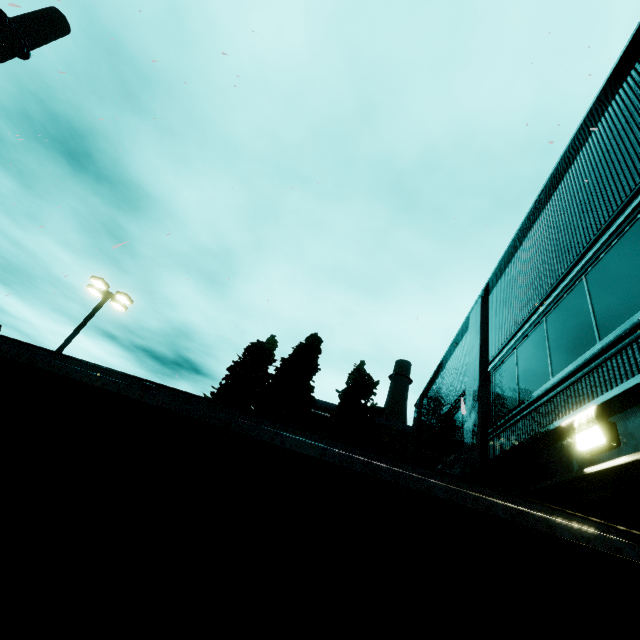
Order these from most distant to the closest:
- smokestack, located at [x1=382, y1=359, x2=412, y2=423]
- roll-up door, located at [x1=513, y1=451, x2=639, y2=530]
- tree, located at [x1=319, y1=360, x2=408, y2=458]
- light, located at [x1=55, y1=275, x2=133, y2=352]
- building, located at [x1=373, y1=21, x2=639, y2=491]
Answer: smokestack, located at [x1=382, y1=359, x2=412, y2=423], tree, located at [x1=319, y1=360, x2=408, y2=458], light, located at [x1=55, y1=275, x2=133, y2=352], building, located at [x1=373, y1=21, x2=639, y2=491], roll-up door, located at [x1=513, y1=451, x2=639, y2=530]

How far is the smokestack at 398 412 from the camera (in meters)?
42.03

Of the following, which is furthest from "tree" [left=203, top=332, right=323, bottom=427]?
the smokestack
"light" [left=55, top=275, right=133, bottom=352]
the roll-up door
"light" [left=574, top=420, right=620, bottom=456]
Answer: the smokestack

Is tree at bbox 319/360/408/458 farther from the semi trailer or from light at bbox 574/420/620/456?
light at bbox 574/420/620/456

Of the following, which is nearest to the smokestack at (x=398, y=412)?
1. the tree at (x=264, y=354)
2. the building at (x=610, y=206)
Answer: the building at (x=610, y=206)

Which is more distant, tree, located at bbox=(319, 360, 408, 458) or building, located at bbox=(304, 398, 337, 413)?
building, located at bbox=(304, 398, 337, 413)

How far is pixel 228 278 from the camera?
10.4m

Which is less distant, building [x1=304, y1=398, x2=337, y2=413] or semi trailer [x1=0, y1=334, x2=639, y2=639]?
semi trailer [x1=0, y1=334, x2=639, y2=639]
